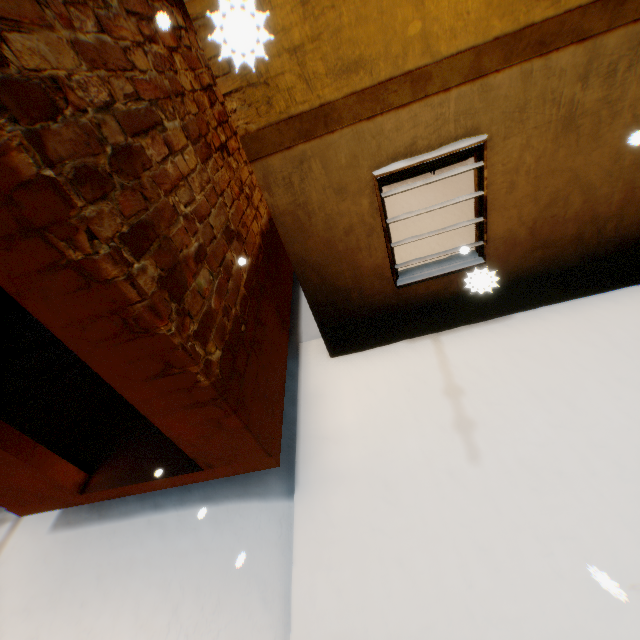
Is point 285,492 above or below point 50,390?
below
